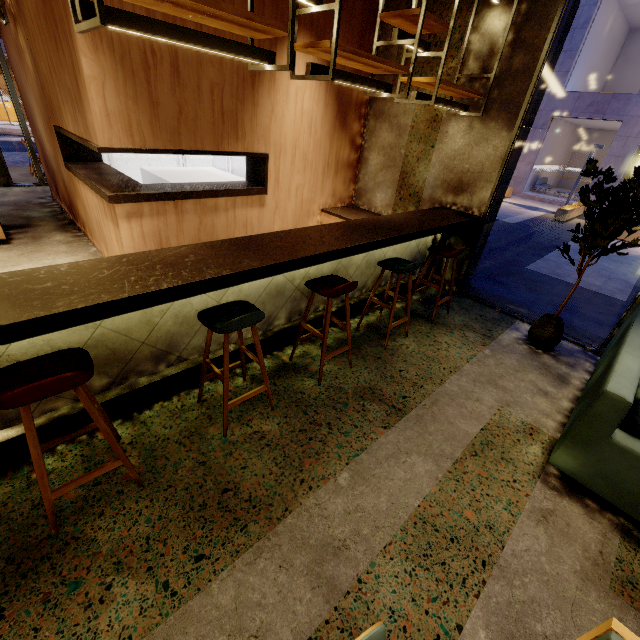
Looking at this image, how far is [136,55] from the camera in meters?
3.1 m

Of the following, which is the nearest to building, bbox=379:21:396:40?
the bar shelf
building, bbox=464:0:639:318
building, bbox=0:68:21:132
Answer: the bar shelf

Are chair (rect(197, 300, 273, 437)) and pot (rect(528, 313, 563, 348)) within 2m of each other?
no

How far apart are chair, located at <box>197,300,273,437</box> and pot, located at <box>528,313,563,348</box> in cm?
334

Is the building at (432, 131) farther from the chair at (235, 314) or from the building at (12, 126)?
the building at (12, 126)

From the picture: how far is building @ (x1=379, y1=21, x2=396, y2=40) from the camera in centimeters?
468cm

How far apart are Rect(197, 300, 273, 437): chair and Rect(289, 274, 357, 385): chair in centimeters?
54cm

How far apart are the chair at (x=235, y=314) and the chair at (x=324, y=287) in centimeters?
54cm
